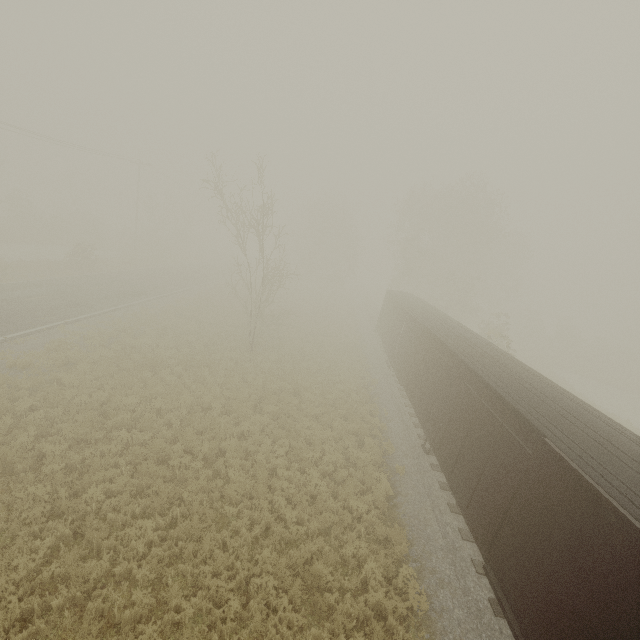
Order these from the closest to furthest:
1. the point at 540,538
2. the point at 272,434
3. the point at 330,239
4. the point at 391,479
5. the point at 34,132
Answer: the point at 540,538, the point at 391,479, the point at 272,434, the point at 34,132, the point at 330,239
